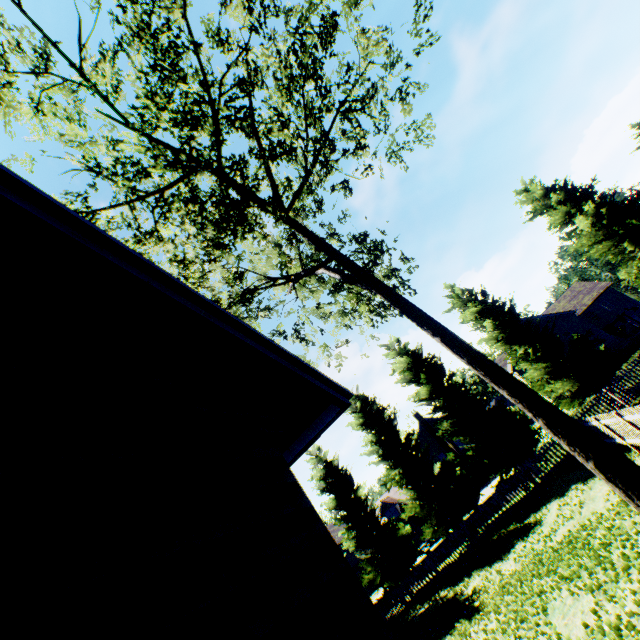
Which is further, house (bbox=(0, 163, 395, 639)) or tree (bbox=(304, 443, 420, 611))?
tree (bbox=(304, 443, 420, 611))

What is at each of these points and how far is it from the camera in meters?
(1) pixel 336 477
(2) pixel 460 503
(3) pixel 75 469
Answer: (1) tree, 22.9
(2) tree, 18.9
(3) house, 1.5

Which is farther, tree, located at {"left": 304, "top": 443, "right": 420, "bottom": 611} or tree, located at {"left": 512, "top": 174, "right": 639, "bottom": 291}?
tree, located at {"left": 512, "top": 174, "right": 639, "bottom": 291}

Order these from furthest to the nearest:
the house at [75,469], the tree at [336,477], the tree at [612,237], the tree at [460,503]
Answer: the tree at [612,237] < the tree at [336,477] < the tree at [460,503] < the house at [75,469]

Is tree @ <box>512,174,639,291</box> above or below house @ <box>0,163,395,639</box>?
above

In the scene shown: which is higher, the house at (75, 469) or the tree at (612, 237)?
the tree at (612, 237)

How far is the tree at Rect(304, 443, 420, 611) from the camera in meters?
19.0
